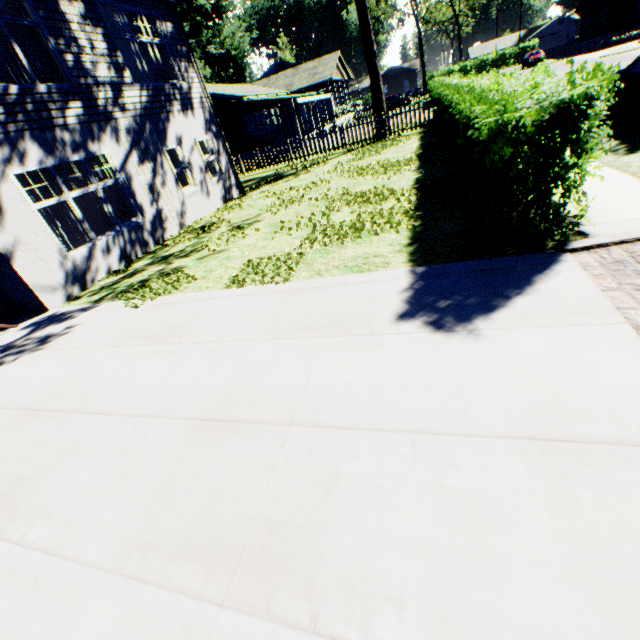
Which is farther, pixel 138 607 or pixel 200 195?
pixel 200 195

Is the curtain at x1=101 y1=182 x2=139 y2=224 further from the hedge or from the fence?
the fence

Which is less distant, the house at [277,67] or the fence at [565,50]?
A: the fence at [565,50]

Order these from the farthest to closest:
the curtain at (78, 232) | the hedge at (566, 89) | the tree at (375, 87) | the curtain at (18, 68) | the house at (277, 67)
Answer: the house at (277, 67) → the tree at (375, 87) → the curtain at (78, 232) → the curtain at (18, 68) → the hedge at (566, 89)

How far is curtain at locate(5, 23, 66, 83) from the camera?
7.44m

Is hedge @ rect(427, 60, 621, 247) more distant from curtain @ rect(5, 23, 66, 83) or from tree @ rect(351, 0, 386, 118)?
curtain @ rect(5, 23, 66, 83)

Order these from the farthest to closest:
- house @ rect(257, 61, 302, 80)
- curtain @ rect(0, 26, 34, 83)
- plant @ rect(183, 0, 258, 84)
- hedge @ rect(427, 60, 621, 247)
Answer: plant @ rect(183, 0, 258, 84) < house @ rect(257, 61, 302, 80) < curtain @ rect(0, 26, 34, 83) < hedge @ rect(427, 60, 621, 247)

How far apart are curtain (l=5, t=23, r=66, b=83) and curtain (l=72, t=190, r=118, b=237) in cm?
220
